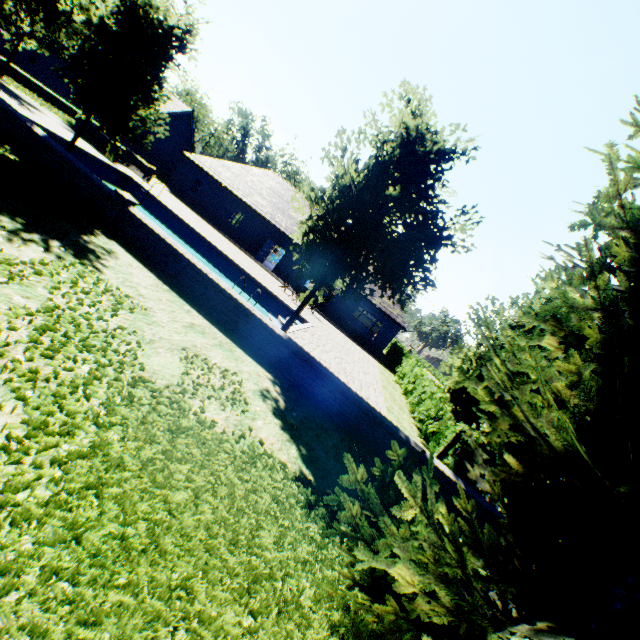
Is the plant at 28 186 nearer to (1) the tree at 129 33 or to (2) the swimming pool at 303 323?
(1) the tree at 129 33

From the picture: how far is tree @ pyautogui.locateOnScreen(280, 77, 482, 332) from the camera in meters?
7.6

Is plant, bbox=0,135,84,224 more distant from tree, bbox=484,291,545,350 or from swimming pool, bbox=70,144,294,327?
swimming pool, bbox=70,144,294,327

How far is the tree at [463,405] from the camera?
8.1m

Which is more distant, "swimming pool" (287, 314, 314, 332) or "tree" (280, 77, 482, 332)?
"swimming pool" (287, 314, 314, 332)

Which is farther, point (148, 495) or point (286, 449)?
point (286, 449)

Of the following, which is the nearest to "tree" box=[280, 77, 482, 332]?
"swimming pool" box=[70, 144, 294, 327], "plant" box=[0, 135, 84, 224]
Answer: "swimming pool" box=[70, 144, 294, 327]
